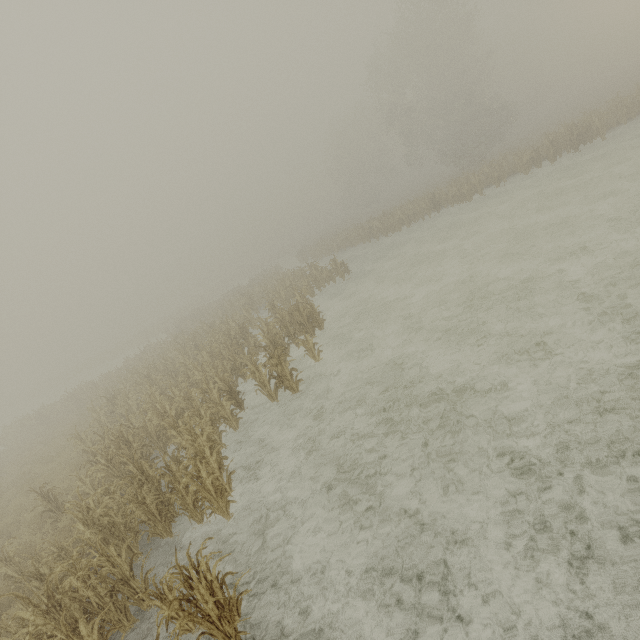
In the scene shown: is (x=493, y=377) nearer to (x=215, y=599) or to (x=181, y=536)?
(x=215, y=599)
